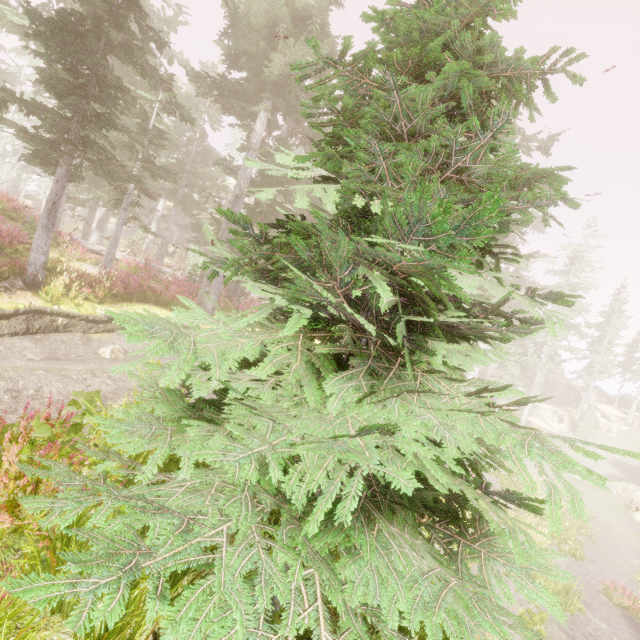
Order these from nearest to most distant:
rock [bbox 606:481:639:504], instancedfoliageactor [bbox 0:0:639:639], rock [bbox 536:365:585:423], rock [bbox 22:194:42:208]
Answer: instancedfoliageactor [bbox 0:0:639:639] → rock [bbox 606:481:639:504] → rock [bbox 536:365:585:423] → rock [bbox 22:194:42:208]

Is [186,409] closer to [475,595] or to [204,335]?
[204,335]

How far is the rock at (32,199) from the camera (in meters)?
44.47

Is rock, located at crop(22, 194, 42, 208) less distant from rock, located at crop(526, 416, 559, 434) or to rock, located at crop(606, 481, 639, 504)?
rock, located at crop(526, 416, 559, 434)

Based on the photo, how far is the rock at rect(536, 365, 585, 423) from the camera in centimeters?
3988cm

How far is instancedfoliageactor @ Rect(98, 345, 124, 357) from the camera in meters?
9.8 m

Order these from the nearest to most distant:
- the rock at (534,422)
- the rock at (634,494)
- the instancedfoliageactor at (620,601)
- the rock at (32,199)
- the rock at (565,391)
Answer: the instancedfoliageactor at (620,601), the rock at (634,494), the rock at (534,422), the rock at (565,391), the rock at (32,199)

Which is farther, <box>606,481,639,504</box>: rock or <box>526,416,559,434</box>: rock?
<box>526,416,559,434</box>: rock
